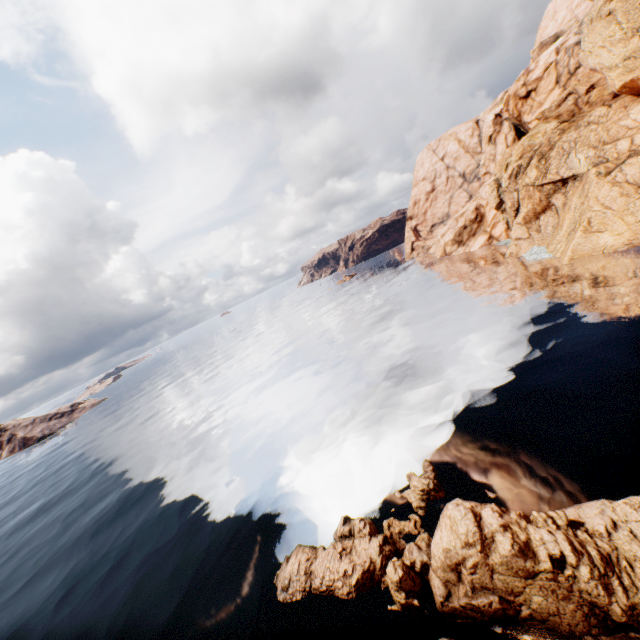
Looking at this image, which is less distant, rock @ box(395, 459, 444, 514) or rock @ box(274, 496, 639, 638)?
rock @ box(274, 496, 639, 638)

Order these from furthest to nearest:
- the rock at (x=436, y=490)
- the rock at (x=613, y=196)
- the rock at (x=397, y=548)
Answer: the rock at (x=613, y=196) < the rock at (x=436, y=490) < the rock at (x=397, y=548)

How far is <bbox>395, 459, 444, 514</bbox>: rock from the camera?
15.4m

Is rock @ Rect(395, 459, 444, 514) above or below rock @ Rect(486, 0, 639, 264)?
below

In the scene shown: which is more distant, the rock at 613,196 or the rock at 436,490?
the rock at 613,196

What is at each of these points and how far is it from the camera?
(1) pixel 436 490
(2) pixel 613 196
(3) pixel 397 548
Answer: (1) rock, 15.46m
(2) rock, 33.97m
(3) rock, 13.85m

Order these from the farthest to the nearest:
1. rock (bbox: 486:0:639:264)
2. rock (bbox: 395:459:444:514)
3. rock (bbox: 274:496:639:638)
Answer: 1. rock (bbox: 486:0:639:264)
2. rock (bbox: 395:459:444:514)
3. rock (bbox: 274:496:639:638)
